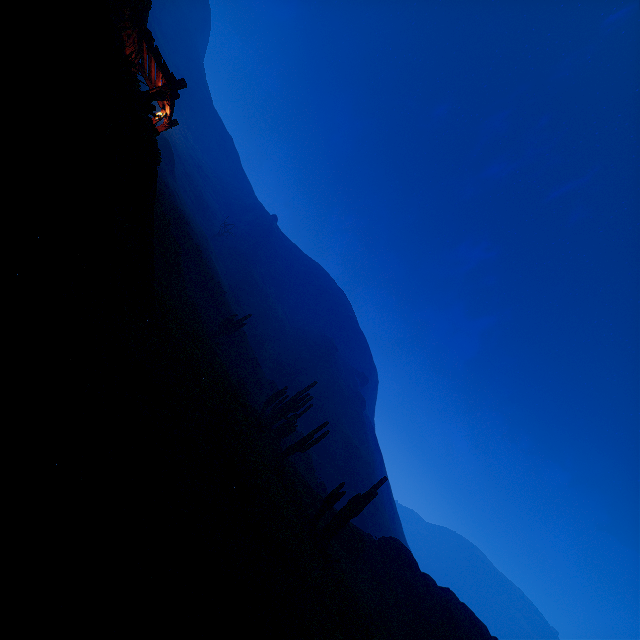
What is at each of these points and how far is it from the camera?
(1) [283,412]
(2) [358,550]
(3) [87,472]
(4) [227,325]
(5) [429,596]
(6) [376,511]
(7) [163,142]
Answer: (1) instancedfoliageactor, 24.6m
(2) instancedfoliageactor, 19.9m
(3) z, 2.8m
(4) instancedfoliageactor, 30.0m
(5) rock, 20.3m
(6) z, 54.7m
(7) instancedfoliageactor, 54.6m

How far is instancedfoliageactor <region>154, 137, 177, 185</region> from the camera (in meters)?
54.09

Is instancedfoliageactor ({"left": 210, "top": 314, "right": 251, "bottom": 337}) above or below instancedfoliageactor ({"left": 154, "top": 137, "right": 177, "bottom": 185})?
below

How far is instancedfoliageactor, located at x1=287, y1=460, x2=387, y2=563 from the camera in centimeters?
1303cm

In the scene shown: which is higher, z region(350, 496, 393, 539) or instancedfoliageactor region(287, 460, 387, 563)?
z region(350, 496, 393, 539)

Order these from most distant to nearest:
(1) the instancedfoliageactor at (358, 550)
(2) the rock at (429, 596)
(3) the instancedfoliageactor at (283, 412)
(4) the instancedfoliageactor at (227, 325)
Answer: (4) the instancedfoliageactor at (227, 325), (3) the instancedfoliageactor at (283, 412), (2) the rock at (429, 596), (1) the instancedfoliageactor at (358, 550)

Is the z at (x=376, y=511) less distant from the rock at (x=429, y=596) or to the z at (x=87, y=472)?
the rock at (x=429, y=596)

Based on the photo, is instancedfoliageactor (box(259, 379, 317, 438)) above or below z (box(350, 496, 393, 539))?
below
